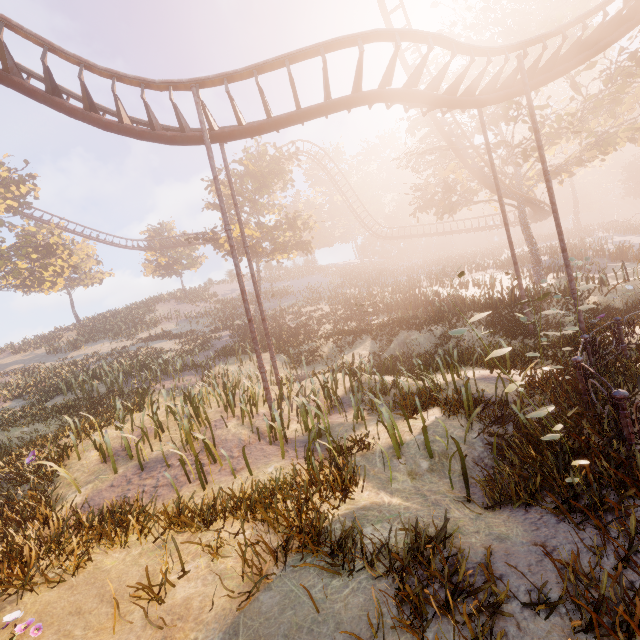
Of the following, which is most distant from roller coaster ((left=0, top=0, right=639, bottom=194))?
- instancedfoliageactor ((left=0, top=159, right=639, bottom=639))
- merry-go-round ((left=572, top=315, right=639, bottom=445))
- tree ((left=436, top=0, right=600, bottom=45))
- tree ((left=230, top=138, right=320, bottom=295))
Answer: tree ((left=230, top=138, right=320, bottom=295))

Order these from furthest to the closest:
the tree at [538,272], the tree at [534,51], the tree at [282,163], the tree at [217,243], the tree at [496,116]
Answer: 1. the tree at [217,243]
2. the tree at [282,163]
3. the tree at [538,272]
4. the tree at [534,51]
5. the tree at [496,116]

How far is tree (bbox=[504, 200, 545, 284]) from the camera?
23.44m

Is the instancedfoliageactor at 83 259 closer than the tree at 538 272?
Yes

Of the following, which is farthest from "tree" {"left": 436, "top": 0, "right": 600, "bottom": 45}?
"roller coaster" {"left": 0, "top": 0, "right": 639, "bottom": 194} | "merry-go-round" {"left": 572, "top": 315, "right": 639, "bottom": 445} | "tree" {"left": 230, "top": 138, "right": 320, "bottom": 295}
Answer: "merry-go-round" {"left": 572, "top": 315, "right": 639, "bottom": 445}

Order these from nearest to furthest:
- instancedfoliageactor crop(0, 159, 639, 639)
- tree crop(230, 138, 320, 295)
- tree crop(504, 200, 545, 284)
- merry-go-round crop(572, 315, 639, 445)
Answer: instancedfoliageactor crop(0, 159, 639, 639), merry-go-round crop(572, 315, 639, 445), tree crop(504, 200, 545, 284), tree crop(230, 138, 320, 295)

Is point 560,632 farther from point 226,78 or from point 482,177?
point 482,177

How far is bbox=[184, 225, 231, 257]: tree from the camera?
28.1 meters
